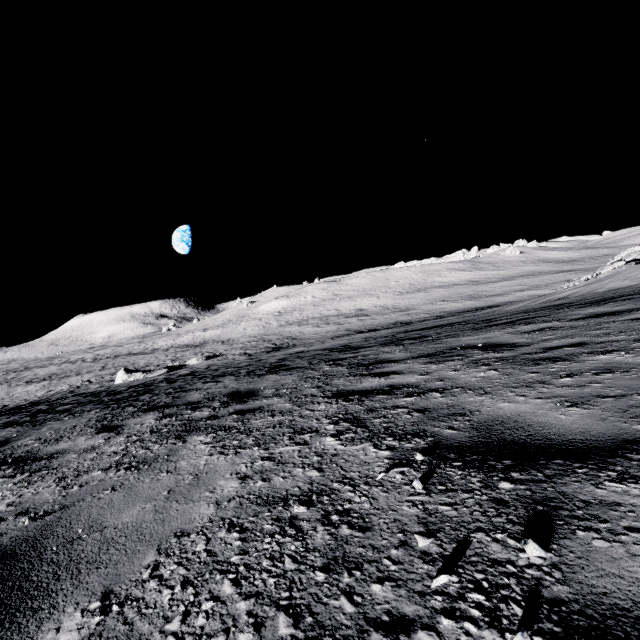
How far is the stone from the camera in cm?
2606

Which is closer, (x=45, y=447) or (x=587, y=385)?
(x=587, y=385)

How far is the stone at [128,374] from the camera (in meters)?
26.06
